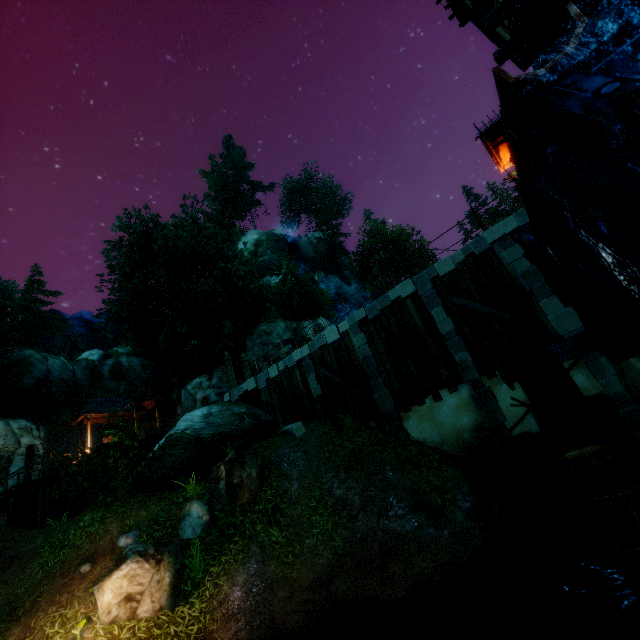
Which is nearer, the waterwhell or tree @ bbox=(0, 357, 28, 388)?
the waterwhell

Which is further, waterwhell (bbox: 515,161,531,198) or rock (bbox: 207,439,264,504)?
rock (bbox: 207,439,264,504)

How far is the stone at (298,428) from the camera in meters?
13.9 m

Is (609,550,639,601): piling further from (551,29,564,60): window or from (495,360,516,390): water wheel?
(551,29,564,60): window

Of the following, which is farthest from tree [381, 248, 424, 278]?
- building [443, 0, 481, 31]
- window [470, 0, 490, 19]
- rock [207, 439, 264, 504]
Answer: window [470, 0, 490, 19]

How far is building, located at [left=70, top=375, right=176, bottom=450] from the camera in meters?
23.6

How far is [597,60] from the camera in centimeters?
360cm

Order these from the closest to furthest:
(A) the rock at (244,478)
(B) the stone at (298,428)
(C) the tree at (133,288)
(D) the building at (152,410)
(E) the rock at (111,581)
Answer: (E) the rock at (111,581), (A) the rock at (244,478), (B) the stone at (298,428), (D) the building at (152,410), (C) the tree at (133,288)
